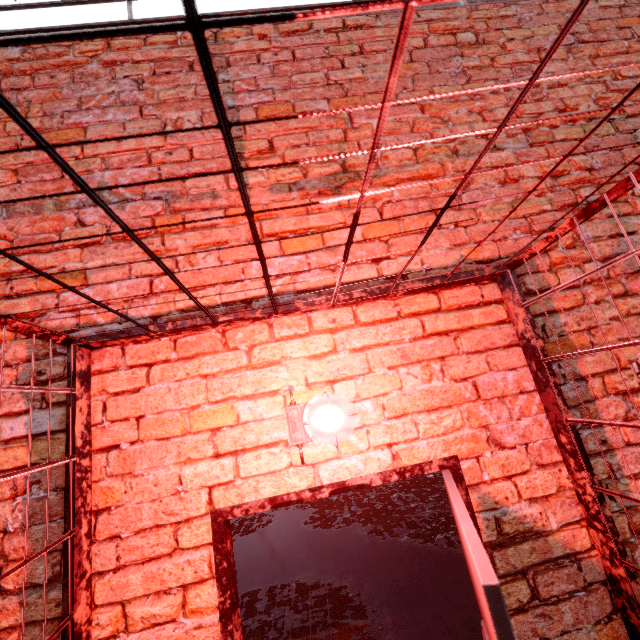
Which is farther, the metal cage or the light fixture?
the light fixture

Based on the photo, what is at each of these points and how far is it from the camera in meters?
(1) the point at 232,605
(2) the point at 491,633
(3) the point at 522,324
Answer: (1) door frame, 1.2
(2) building, 0.7
(3) metal cage, 1.5

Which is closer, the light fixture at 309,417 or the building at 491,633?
the building at 491,633

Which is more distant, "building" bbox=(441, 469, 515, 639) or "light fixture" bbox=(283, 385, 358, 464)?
"light fixture" bbox=(283, 385, 358, 464)

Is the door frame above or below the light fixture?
below

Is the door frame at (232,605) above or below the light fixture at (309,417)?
below

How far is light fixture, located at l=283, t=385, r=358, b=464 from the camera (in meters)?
1.19

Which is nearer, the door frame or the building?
the building
